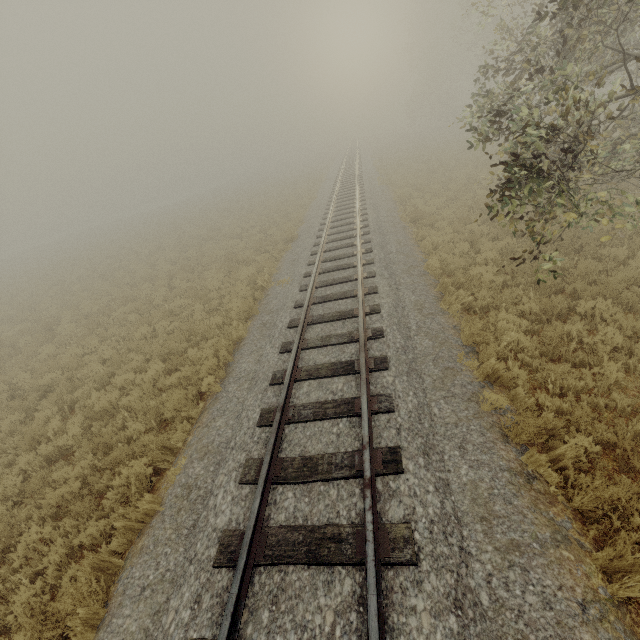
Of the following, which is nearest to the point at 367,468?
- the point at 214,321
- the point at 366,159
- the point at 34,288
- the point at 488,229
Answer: the point at 214,321
